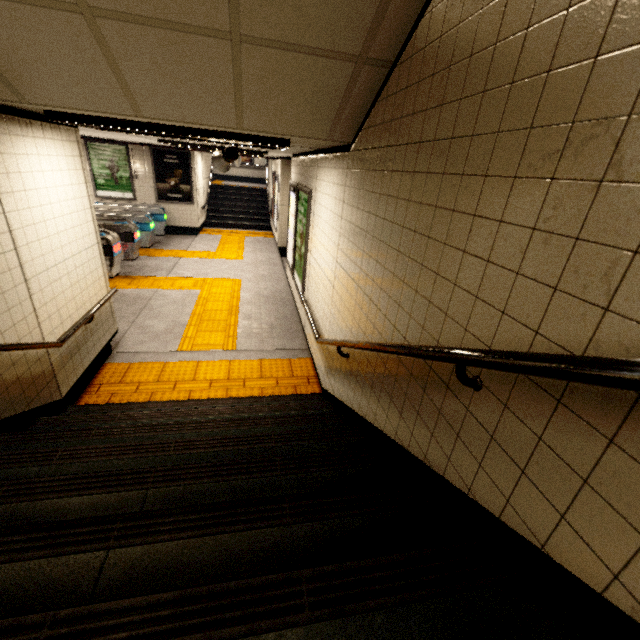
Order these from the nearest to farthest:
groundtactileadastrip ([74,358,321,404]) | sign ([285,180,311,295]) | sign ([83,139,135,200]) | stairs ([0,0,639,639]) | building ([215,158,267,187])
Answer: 1. stairs ([0,0,639,639])
2. groundtactileadastrip ([74,358,321,404])
3. sign ([285,180,311,295])
4. sign ([83,139,135,200])
5. building ([215,158,267,187])

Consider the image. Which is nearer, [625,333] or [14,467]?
[625,333]

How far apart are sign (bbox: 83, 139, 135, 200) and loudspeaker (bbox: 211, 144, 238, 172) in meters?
8.5 m

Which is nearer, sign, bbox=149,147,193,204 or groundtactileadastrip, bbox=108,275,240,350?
groundtactileadastrip, bbox=108,275,240,350

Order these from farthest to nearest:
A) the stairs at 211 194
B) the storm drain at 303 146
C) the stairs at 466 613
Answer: →
1. the stairs at 211 194
2. the storm drain at 303 146
3. the stairs at 466 613

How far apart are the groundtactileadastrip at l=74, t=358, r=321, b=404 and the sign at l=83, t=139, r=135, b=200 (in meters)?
9.07

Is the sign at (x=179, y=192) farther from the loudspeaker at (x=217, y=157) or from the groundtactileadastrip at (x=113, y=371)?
the groundtactileadastrip at (x=113, y=371)

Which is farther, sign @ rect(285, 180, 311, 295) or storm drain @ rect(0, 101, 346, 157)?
sign @ rect(285, 180, 311, 295)
